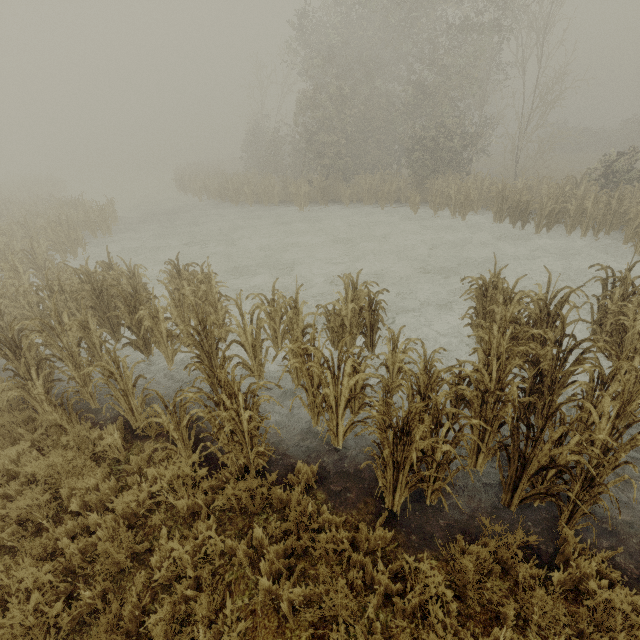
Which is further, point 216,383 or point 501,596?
point 216,383
